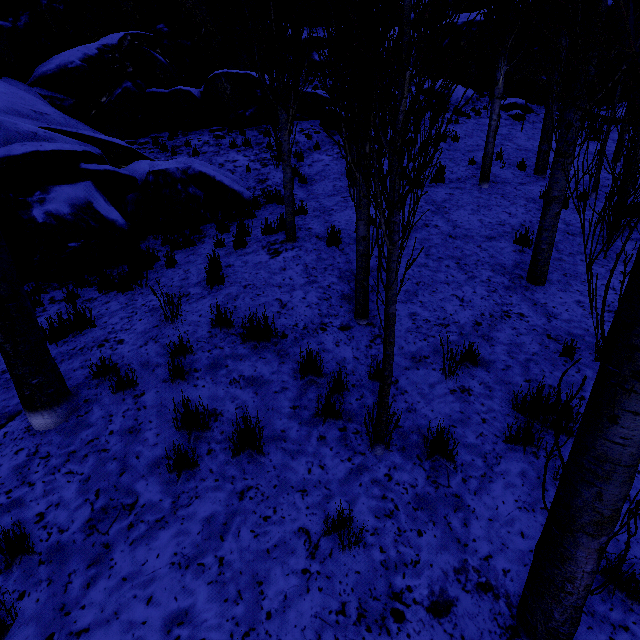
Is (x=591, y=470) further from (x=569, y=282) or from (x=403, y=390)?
(x=569, y=282)

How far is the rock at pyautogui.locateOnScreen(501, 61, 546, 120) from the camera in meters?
17.3 m

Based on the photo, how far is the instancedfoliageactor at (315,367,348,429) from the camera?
3.5m

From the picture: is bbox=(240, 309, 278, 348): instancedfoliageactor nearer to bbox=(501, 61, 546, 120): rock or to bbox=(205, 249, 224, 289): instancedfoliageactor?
bbox=(205, 249, 224, 289): instancedfoliageactor

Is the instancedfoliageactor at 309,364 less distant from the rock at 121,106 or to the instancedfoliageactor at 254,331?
the rock at 121,106

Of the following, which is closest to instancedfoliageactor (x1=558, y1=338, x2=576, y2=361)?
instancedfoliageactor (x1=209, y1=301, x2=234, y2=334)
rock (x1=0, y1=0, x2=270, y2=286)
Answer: rock (x1=0, y1=0, x2=270, y2=286)

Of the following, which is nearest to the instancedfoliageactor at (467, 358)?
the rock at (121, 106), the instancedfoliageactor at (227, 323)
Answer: the rock at (121, 106)

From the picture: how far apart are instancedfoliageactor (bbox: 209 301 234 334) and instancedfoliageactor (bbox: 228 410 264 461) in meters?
1.6 m
